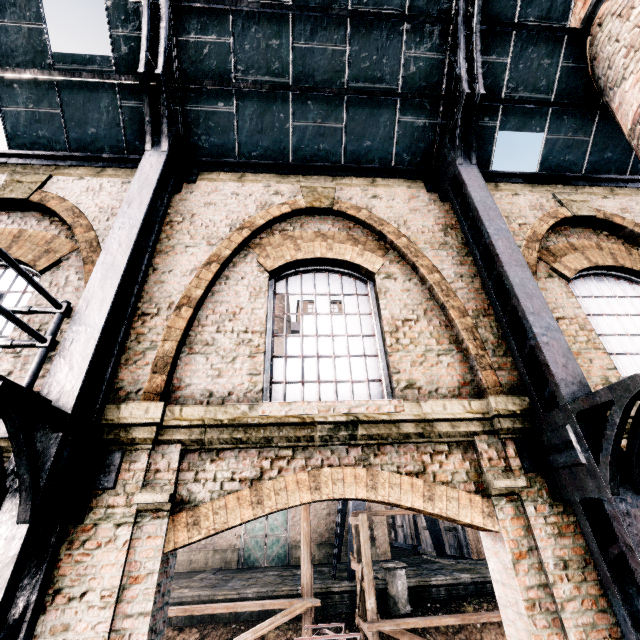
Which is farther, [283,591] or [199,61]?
[283,591]

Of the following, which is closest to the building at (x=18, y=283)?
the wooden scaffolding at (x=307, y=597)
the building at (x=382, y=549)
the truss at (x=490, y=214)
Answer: the truss at (x=490, y=214)

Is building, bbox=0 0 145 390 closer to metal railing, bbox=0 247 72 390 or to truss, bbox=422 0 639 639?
truss, bbox=422 0 639 639

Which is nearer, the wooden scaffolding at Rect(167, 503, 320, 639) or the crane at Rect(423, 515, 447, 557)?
the wooden scaffolding at Rect(167, 503, 320, 639)

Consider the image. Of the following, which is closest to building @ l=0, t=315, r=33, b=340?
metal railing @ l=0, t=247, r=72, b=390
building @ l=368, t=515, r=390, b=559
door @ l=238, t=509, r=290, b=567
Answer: metal railing @ l=0, t=247, r=72, b=390

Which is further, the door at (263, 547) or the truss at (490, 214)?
the door at (263, 547)

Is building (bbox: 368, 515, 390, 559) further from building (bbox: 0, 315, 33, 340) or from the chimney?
the chimney

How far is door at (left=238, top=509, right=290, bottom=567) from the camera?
27.1m
